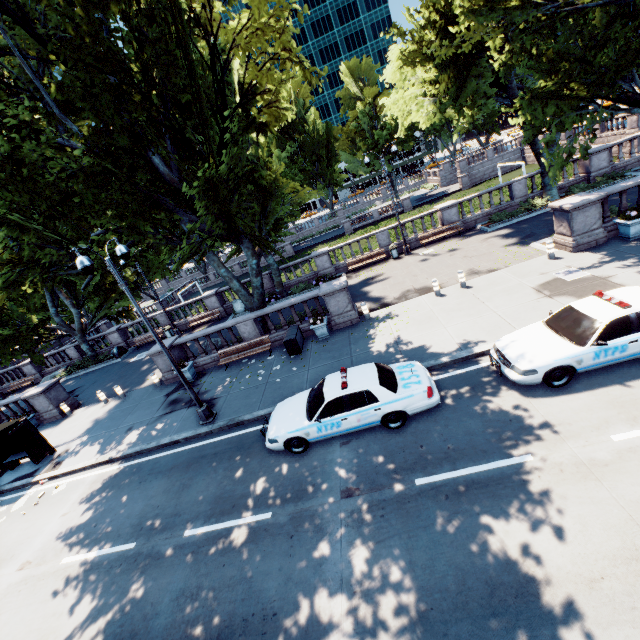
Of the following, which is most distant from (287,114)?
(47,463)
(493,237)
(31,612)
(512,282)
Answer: (47,463)

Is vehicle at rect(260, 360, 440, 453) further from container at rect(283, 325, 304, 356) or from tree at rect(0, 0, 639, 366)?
tree at rect(0, 0, 639, 366)

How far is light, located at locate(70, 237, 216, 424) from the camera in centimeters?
951cm

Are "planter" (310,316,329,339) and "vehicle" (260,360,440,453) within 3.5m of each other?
no

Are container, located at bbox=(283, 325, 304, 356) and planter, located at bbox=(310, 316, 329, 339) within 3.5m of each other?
yes

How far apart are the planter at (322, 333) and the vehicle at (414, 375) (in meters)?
4.78

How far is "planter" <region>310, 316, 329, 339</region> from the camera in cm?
1531

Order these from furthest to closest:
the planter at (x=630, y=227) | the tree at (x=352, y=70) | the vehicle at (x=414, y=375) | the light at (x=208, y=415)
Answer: the planter at (x=630, y=227) → the tree at (x=352, y=70) → the light at (x=208, y=415) → the vehicle at (x=414, y=375)
